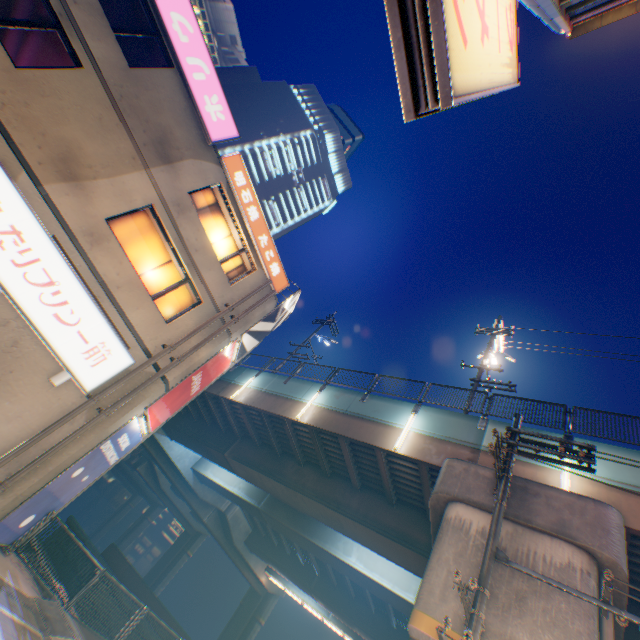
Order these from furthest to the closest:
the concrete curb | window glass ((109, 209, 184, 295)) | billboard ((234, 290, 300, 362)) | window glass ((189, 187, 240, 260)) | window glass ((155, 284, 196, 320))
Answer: billboard ((234, 290, 300, 362)), window glass ((189, 187, 240, 260)), window glass ((155, 284, 196, 320)), window glass ((109, 209, 184, 295)), the concrete curb

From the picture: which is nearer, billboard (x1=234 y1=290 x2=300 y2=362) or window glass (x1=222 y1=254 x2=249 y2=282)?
window glass (x1=222 y1=254 x2=249 y2=282)

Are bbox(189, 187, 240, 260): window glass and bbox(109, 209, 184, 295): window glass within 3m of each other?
yes

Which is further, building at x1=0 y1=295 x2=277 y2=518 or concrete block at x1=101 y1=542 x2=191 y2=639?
concrete block at x1=101 y1=542 x2=191 y2=639

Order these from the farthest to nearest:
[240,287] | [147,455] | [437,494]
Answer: [147,455] < [240,287] < [437,494]

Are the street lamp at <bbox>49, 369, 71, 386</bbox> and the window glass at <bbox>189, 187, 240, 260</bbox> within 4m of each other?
no

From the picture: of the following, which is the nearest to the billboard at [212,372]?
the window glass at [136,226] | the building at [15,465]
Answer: the building at [15,465]

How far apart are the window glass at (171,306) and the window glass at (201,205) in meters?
1.5
